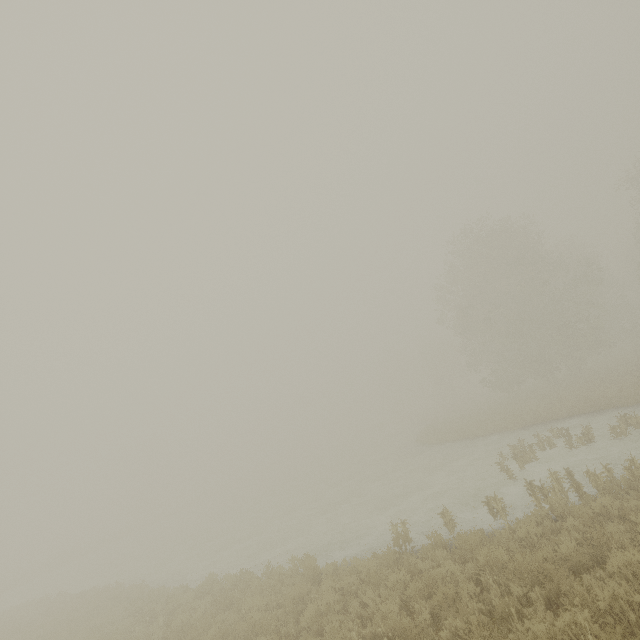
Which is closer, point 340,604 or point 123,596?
point 340,604
